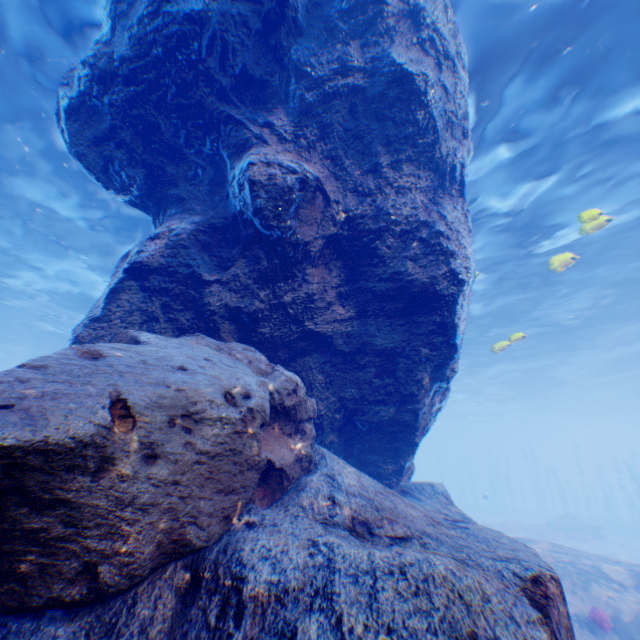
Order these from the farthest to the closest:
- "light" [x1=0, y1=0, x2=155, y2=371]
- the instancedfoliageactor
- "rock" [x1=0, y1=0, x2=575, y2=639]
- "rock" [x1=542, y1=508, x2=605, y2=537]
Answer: "rock" [x1=542, y1=508, x2=605, y2=537] → "light" [x1=0, y1=0, x2=155, y2=371] → the instancedfoliageactor → "rock" [x1=0, y1=0, x2=575, y2=639]

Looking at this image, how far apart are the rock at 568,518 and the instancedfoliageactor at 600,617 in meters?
25.8

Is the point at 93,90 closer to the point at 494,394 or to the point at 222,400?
the point at 222,400

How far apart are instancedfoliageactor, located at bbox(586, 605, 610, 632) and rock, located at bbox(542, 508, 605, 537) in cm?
2583

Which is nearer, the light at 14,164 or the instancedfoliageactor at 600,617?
the instancedfoliageactor at 600,617

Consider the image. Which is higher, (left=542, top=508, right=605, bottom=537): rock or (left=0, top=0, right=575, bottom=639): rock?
(left=0, top=0, right=575, bottom=639): rock

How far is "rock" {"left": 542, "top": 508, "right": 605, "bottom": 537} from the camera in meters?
25.8

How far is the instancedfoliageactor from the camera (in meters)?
6.75
